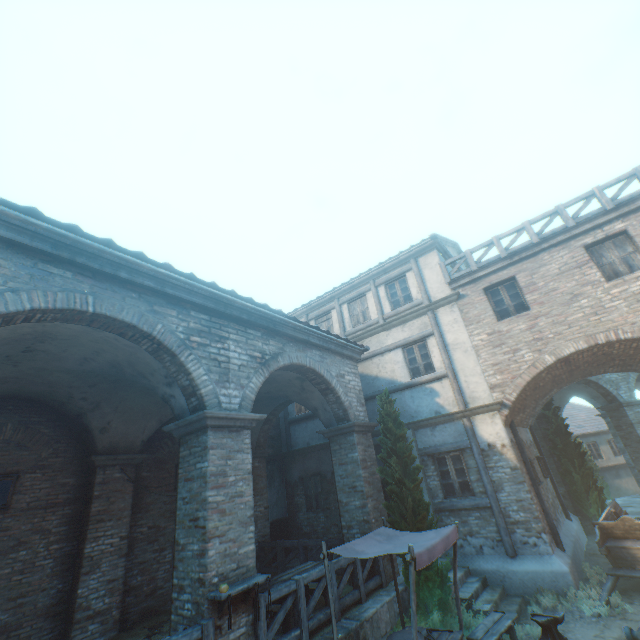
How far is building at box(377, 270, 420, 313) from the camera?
13.12m

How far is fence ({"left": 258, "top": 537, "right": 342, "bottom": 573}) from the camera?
9.8m

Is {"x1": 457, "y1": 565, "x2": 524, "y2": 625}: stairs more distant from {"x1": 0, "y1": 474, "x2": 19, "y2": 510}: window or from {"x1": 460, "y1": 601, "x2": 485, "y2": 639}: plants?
{"x1": 0, "y1": 474, "x2": 19, "y2": 510}: window

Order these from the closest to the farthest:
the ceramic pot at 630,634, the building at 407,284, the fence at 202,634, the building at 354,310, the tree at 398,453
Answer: the fence at 202,634 < the ceramic pot at 630,634 < the tree at 398,453 < the building at 407,284 < the building at 354,310

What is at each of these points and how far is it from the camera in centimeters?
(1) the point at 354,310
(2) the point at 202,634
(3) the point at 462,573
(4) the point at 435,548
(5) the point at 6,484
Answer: (1) building, 1480cm
(2) fence, 459cm
(3) stairs, 879cm
(4) table shade, 528cm
(5) window, 747cm

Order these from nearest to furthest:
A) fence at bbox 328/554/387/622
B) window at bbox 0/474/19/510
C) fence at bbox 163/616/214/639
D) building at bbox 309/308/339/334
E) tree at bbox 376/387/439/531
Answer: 1. fence at bbox 163/616/214/639
2. fence at bbox 328/554/387/622
3. window at bbox 0/474/19/510
4. tree at bbox 376/387/439/531
5. building at bbox 309/308/339/334

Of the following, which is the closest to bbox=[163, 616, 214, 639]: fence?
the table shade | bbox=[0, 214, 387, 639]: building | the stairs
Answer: the table shade

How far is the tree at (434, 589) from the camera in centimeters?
747cm
